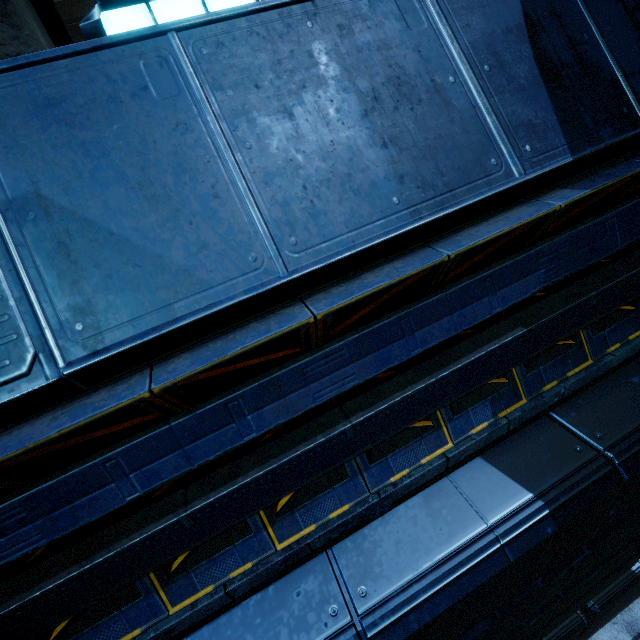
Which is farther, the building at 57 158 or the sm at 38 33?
the sm at 38 33

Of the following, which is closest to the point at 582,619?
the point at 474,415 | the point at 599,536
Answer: the point at 599,536

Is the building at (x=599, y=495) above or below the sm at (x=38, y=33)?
below

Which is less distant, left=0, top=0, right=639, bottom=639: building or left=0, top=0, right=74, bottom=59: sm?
left=0, top=0, right=639, bottom=639: building

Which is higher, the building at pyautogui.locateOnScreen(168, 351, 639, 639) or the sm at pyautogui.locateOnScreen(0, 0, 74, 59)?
the sm at pyautogui.locateOnScreen(0, 0, 74, 59)

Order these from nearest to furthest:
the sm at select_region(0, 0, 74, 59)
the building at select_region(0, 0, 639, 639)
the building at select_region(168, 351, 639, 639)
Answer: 1. the building at select_region(0, 0, 639, 639)
2. the building at select_region(168, 351, 639, 639)
3. the sm at select_region(0, 0, 74, 59)

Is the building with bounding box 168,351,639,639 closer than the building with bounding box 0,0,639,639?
No
